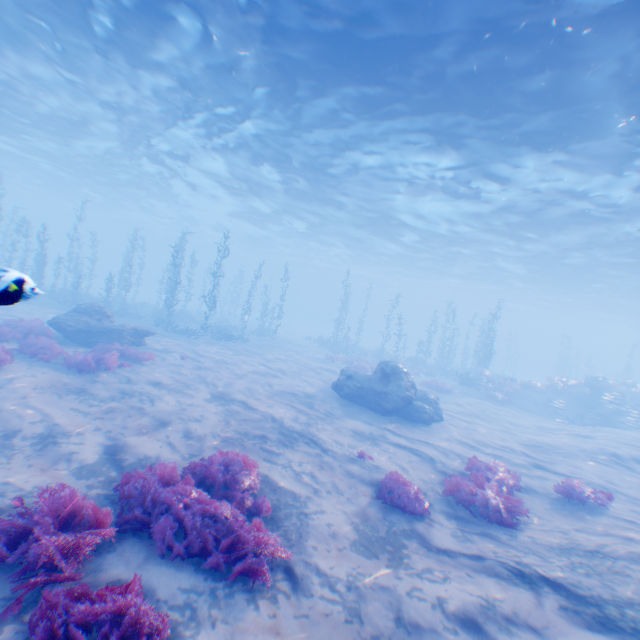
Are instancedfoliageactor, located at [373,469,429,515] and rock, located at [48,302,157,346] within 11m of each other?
no

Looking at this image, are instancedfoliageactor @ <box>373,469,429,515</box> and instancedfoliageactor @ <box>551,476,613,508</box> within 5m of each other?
yes

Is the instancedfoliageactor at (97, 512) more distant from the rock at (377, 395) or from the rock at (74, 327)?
the rock at (74, 327)

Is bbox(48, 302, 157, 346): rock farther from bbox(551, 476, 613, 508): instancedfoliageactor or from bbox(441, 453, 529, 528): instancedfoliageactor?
bbox(551, 476, 613, 508): instancedfoliageactor

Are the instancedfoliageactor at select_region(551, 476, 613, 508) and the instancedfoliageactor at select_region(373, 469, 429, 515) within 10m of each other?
yes

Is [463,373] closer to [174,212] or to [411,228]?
[411,228]

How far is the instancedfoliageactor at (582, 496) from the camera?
Result: 8.29m

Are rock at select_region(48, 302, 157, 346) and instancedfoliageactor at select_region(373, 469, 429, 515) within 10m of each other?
no
